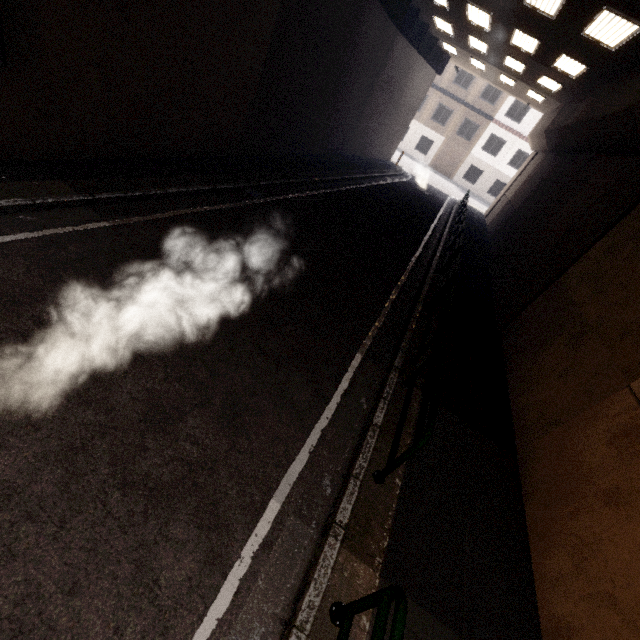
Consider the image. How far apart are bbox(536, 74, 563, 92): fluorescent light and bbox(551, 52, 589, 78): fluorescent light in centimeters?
193cm

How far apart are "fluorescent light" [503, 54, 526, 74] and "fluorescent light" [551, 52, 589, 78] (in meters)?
2.17

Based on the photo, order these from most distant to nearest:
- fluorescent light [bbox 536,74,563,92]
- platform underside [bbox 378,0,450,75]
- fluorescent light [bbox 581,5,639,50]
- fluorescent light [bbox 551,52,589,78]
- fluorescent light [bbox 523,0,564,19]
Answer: fluorescent light [bbox 536,74,563,92]
platform underside [bbox 378,0,450,75]
fluorescent light [bbox 551,52,589,78]
fluorescent light [bbox 523,0,564,19]
fluorescent light [bbox 581,5,639,50]

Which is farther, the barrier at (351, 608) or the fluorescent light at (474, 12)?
the fluorescent light at (474, 12)

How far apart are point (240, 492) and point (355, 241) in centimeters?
796cm

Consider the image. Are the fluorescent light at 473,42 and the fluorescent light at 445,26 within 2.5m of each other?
yes

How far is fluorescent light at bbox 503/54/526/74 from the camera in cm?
1429

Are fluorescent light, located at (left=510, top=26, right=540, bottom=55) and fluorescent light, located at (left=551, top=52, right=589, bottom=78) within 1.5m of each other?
yes
